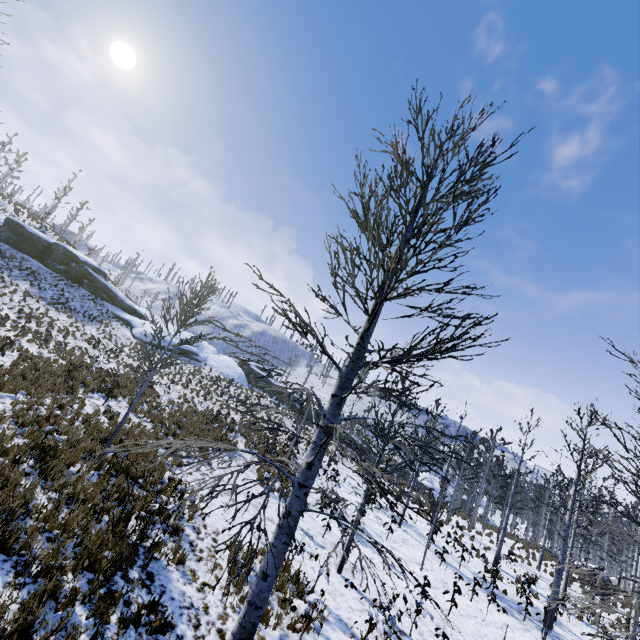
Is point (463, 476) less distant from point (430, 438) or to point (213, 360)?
point (430, 438)
